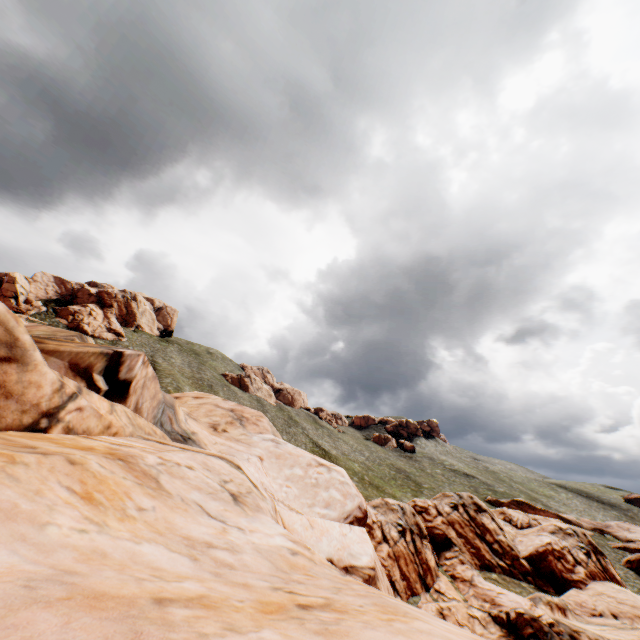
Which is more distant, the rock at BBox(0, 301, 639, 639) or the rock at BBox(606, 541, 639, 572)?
the rock at BBox(606, 541, 639, 572)

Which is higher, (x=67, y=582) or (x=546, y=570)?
(x=67, y=582)

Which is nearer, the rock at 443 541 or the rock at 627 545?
the rock at 443 541
